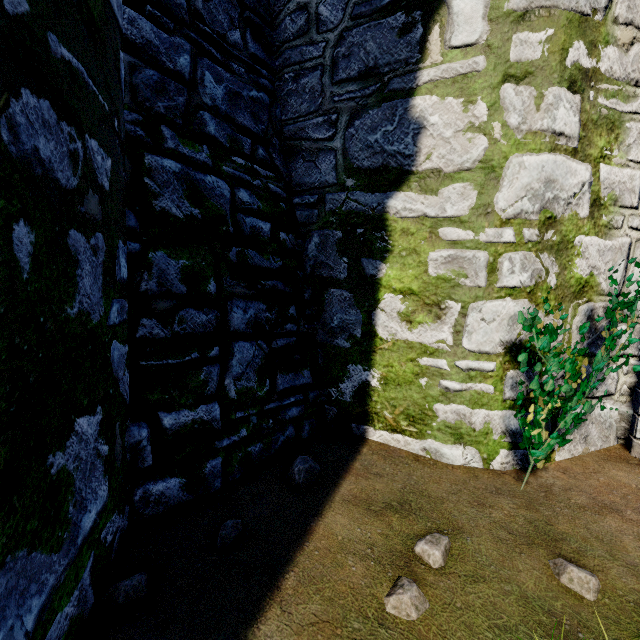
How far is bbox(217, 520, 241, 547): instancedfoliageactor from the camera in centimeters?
208cm

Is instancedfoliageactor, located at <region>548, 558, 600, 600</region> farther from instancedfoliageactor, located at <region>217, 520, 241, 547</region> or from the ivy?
instancedfoliageactor, located at <region>217, 520, 241, 547</region>

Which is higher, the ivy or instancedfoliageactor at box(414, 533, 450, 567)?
the ivy

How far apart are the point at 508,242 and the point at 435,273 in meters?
0.7

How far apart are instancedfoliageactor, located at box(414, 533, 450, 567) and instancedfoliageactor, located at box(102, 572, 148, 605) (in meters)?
1.65

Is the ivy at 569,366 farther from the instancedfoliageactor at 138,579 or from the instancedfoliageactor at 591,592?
the instancedfoliageactor at 138,579

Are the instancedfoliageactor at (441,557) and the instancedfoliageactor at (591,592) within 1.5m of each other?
yes

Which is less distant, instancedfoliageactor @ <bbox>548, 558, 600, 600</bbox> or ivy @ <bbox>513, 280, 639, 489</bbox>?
instancedfoliageactor @ <bbox>548, 558, 600, 600</bbox>
